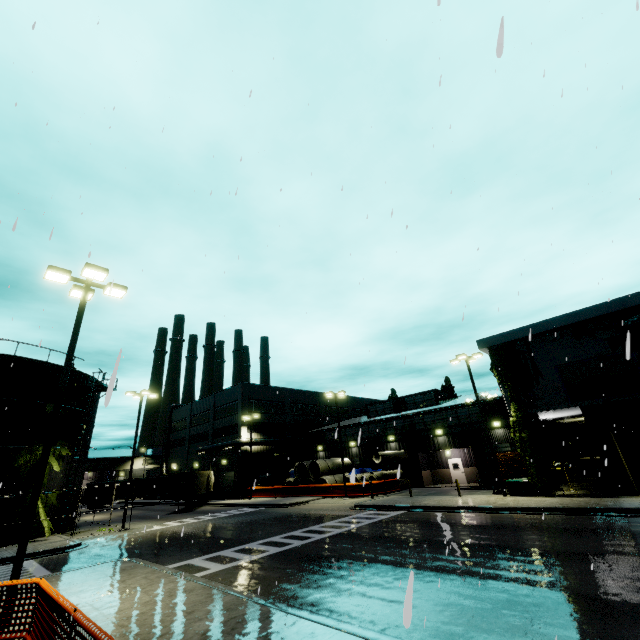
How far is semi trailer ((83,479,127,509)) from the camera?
45.55m

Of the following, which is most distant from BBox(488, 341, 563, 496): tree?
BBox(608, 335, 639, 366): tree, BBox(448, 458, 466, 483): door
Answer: BBox(448, 458, 466, 483): door

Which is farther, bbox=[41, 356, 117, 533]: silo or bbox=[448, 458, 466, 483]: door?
bbox=[448, 458, 466, 483]: door

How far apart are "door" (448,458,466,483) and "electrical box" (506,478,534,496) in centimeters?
1242cm

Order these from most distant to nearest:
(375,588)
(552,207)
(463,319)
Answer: (375,588), (552,207), (463,319)

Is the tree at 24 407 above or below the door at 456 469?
above

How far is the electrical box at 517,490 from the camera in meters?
20.7

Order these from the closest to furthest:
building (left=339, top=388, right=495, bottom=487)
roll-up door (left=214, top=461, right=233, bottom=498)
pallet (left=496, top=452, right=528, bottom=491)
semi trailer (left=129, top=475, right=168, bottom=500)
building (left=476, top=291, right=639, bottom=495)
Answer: building (left=476, top=291, right=639, bottom=495), pallet (left=496, top=452, right=528, bottom=491), building (left=339, top=388, right=495, bottom=487), roll-up door (left=214, top=461, right=233, bottom=498), semi trailer (left=129, top=475, right=168, bottom=500)
